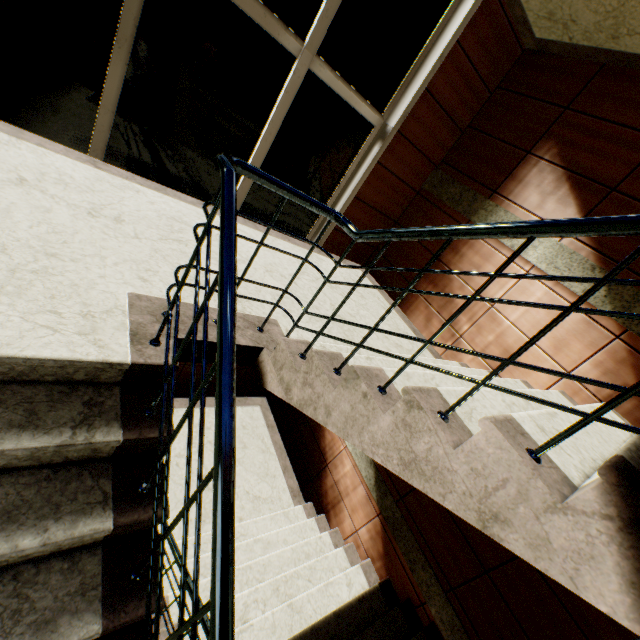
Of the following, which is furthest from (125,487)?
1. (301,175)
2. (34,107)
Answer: (301,175)

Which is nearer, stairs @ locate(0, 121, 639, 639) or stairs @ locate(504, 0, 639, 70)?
stairs @ locate(0, 121, 639, 639)

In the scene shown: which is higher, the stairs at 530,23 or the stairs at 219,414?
the stairs at 530,23

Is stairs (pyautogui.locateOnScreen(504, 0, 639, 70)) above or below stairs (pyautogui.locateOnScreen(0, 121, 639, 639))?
above

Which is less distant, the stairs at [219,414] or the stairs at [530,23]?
the stairs at [219,414]
